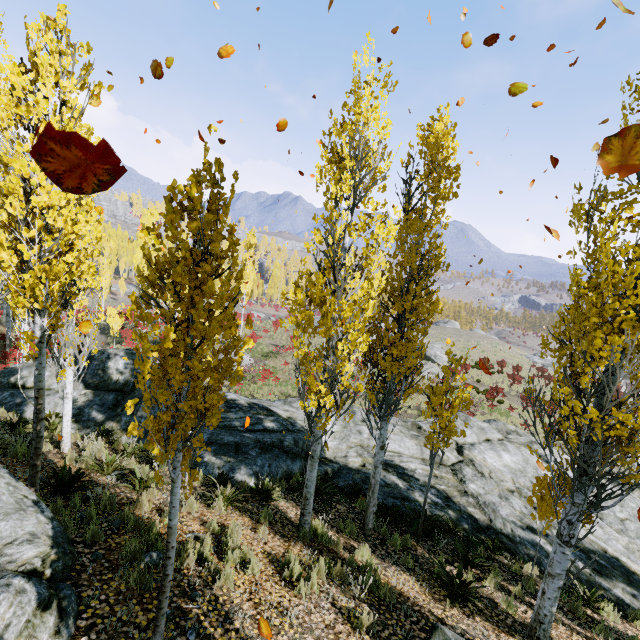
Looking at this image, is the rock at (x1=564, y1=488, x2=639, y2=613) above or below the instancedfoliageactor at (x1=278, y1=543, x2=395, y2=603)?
below

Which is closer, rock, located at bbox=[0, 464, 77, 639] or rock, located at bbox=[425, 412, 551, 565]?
rock, located at bbox=[0, 464, 77, 639]

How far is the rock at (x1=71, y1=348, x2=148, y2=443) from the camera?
10.82m

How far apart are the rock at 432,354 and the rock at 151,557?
36.6m

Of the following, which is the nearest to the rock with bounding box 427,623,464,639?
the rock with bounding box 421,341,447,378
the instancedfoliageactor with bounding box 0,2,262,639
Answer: the instancedfoliageactor with bounding box 0,2,262,639

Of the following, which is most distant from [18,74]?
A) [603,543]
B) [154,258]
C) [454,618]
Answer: [603,543]

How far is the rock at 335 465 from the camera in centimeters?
1069cm

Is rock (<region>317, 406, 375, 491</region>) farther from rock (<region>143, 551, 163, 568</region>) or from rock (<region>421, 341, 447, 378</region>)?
rock (<region>421, 341, 447, 378</region>)
